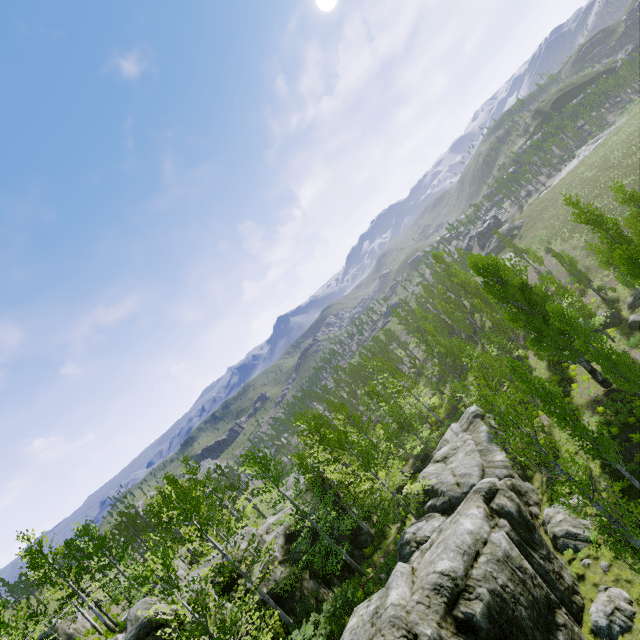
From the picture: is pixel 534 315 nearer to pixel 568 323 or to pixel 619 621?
pixel 568 323

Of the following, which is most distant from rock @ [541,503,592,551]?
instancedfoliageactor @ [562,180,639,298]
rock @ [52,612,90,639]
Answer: rock @ [52,612,90,639]

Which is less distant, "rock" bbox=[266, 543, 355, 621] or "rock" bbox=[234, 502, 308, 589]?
"rock" bbox=[266, 543, 355, 621]

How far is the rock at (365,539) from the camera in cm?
2397

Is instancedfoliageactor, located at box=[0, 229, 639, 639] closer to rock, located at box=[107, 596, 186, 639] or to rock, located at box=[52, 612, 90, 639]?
rock, located at box=[107, 596, 186, 639]

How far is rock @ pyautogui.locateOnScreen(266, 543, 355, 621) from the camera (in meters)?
18.97

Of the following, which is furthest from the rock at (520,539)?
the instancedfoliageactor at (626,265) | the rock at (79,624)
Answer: the rock at (79,624)
